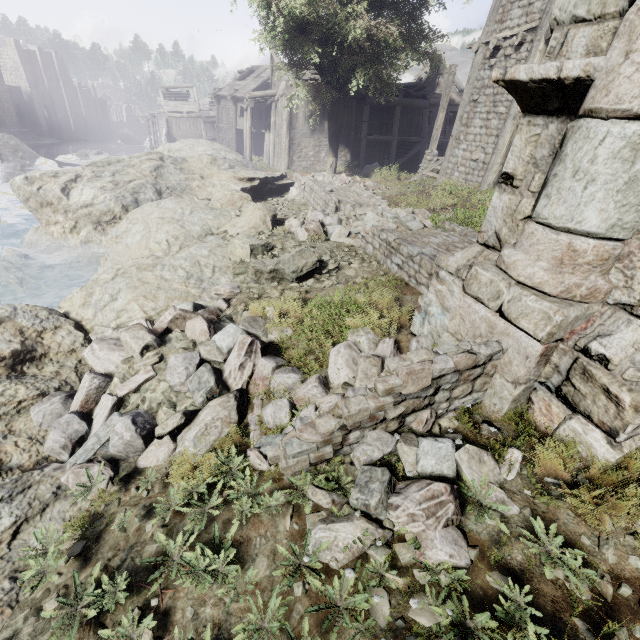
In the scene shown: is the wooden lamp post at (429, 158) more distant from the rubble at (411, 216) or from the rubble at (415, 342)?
the rubble at (415, 342)

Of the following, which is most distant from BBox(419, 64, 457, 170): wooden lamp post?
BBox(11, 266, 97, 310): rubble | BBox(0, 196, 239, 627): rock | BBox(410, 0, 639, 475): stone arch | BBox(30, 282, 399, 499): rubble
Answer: BBox(11, 266, 97, 310): rubble

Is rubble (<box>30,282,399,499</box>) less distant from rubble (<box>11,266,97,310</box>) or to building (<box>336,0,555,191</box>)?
rubble (<box>11,266,97,310</box>)

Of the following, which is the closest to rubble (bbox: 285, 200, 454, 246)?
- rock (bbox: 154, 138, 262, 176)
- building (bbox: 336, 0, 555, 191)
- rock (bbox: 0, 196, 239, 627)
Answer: rock (bbox: 0, 196, 239, 627)

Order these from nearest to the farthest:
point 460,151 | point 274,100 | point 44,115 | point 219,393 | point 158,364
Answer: point 219,393
point 158,364
point 460,151
point 274,100
point 44,115

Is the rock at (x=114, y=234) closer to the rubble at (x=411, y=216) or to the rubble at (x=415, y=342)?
the rubble at (x=415, y=342)

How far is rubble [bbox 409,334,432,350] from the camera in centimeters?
394cm

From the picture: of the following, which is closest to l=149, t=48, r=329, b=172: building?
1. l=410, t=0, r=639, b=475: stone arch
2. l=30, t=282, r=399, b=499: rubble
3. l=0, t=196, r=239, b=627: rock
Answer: l=410, t=0, r=639, b=475: stone arch
